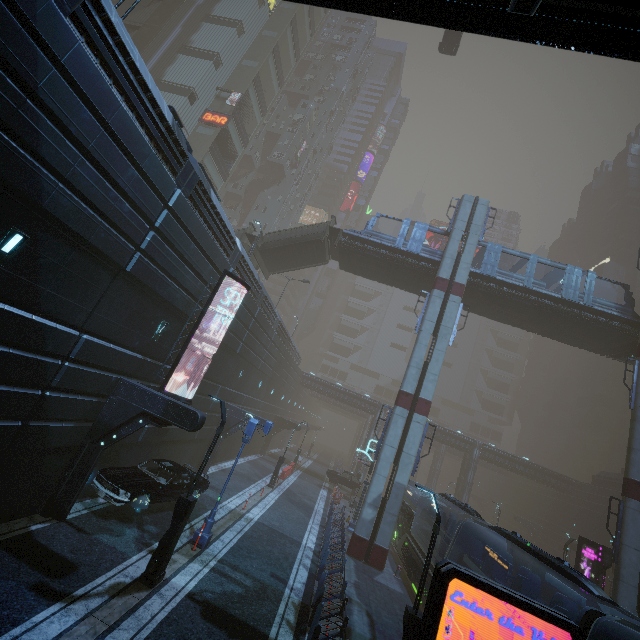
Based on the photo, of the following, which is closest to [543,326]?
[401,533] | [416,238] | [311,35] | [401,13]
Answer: [416,238]

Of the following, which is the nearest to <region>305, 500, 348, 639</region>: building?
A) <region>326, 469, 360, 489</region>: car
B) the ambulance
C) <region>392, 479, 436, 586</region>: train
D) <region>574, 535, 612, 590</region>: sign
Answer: <region>392, 479, 436, 586</region>: train

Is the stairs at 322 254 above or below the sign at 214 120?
below

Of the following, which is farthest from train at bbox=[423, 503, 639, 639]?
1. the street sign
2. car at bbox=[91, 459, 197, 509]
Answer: car at bbox=[91, 459, 197, 509]

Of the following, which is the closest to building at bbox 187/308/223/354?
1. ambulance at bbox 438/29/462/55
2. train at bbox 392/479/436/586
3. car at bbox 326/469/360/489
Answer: train at bbox 392/479/436/586

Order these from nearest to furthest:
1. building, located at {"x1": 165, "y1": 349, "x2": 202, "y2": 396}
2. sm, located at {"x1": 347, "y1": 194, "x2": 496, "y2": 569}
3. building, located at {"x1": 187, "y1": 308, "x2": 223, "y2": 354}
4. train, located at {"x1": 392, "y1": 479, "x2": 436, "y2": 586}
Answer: building, located at {"x1": 165, "y1": 349, "x2": 202, "y2": 396} < building, located at {"x1": 187, "y1": 308, "x2": 223, "y2": 354} < train, located at {"x1": 392, "y1": 479, "x2": 436, "y2": 586} < sm, located at {"x1": 347, "y1": 194, "x2": 496, "y2": 569}

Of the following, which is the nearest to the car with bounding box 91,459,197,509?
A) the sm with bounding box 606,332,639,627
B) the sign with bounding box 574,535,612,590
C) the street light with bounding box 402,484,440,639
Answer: the street light with bounding box 402,484,440,639

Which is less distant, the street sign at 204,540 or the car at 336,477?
the street sign at 204,540
